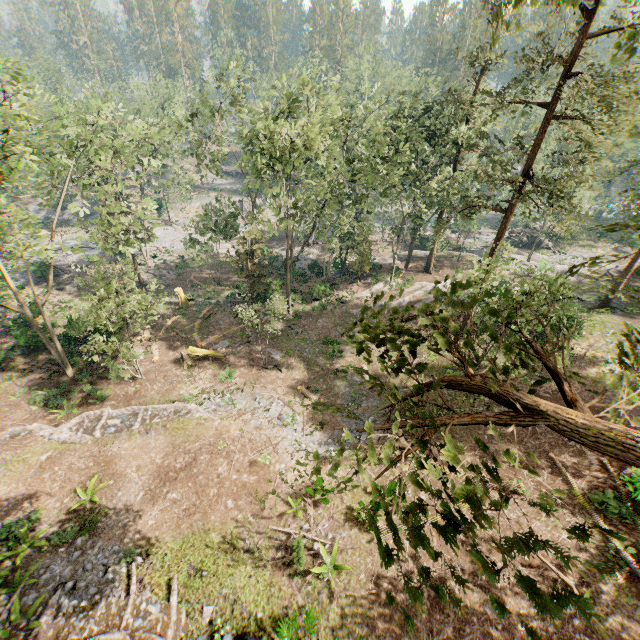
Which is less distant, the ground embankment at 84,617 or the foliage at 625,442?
the foliage at 625,442

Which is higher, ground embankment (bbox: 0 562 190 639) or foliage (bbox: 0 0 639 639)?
foliage (bbox: 0 0 639 639)

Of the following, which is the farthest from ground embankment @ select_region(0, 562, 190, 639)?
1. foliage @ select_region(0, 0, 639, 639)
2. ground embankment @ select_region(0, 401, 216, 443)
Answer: ground embankment @ select_region(0, 401, 216, 443)

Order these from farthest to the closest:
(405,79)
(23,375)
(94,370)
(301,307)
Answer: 1. (405,79)
2. (301,307)
3. (94,370)
4. (23,375)

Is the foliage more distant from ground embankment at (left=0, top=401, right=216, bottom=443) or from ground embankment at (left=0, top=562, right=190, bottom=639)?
ground embankment at (left=0, top=562, right=190, bottom=639)

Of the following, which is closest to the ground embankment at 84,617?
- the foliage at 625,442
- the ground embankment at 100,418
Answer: the foliage at 625,442
